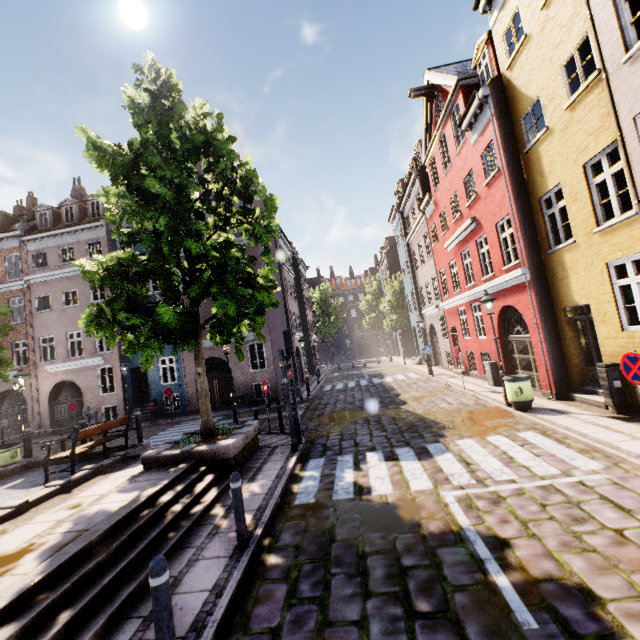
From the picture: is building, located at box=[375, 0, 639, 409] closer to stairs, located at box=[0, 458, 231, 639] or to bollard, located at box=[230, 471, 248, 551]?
bollard, located at box=[230, 471, 248, 551]

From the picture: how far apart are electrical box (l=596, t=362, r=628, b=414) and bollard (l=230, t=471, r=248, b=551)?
9.2 meters

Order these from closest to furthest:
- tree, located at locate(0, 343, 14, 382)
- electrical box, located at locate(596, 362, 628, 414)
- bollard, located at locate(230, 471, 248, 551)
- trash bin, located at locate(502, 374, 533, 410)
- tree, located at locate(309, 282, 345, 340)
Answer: bollard, located at locate(230, 471, 248, 551) < electrical box, located at locate(596, 362, 628, 414) < trash bin, located at locate(502, 374, 533, 410) < tree, located at locate(0, 343, 14, 382) < tree, located at locate(309, 282, 345, 340)

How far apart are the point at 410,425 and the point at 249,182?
9.3 meters

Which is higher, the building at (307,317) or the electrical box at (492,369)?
the building at (307,317)

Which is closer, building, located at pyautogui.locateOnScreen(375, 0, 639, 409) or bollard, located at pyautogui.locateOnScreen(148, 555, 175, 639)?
bollard, located at pyautogui.locateOnScreen(148, 555, 175, 639)

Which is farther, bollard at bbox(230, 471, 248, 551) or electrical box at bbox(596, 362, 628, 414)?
electrical box at bbox(596, 362, 628, 414)

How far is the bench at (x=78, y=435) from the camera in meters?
8.4 m
